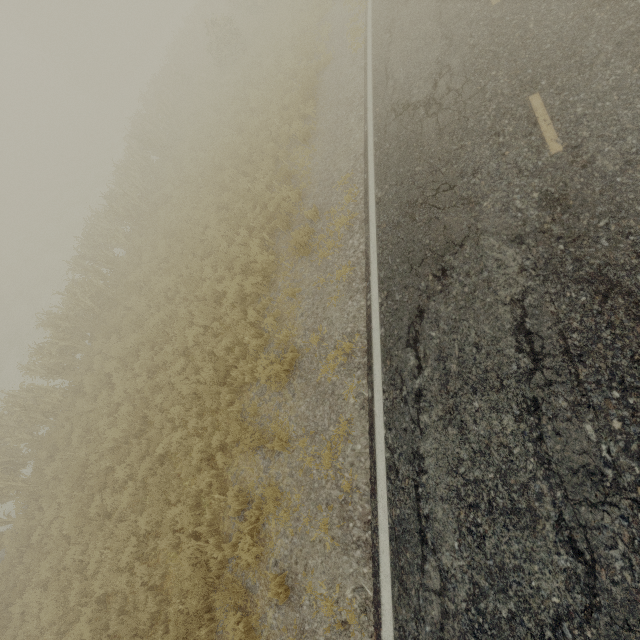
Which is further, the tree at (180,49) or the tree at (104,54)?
the tree at (104,54)

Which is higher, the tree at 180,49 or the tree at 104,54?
the tree at 104,54

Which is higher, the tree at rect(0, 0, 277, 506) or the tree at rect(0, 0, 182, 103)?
the tree at rect(0, 0, 182, 103)

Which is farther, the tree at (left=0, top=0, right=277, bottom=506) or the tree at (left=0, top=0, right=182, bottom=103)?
the tree at (left=0, top=0, right=182, bottom=103)

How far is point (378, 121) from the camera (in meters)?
9.19
